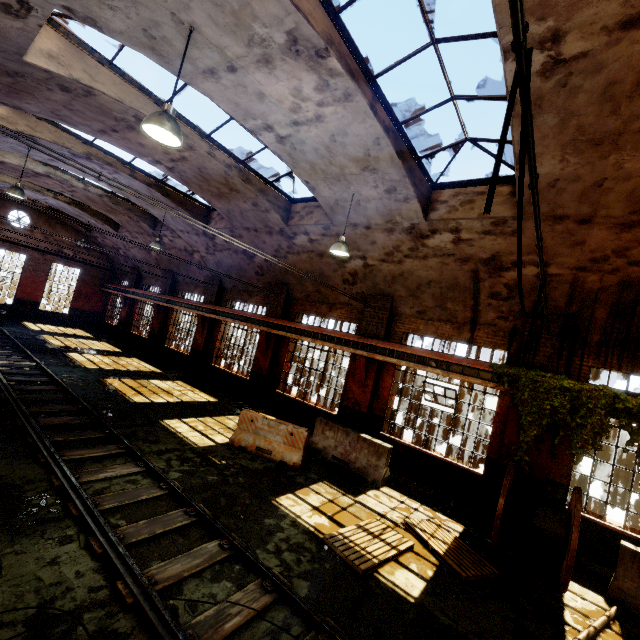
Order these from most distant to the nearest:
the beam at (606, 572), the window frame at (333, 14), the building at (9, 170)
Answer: the building at (9, 170)
the beam at (606, 572)
the window frame at (333, 14)

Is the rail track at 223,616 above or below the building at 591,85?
below

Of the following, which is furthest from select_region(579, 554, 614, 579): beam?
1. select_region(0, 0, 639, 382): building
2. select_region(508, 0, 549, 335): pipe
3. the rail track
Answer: the rail track

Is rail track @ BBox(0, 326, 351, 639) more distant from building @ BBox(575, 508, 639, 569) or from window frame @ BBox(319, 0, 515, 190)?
window frame @ BBox(319, 0, 515, 190)

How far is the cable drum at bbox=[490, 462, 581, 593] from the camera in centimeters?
571cm

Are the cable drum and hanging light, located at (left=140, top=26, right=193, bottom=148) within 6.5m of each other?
no

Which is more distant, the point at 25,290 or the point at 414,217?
the point at 25,290

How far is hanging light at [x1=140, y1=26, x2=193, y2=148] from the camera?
4.3 meters
